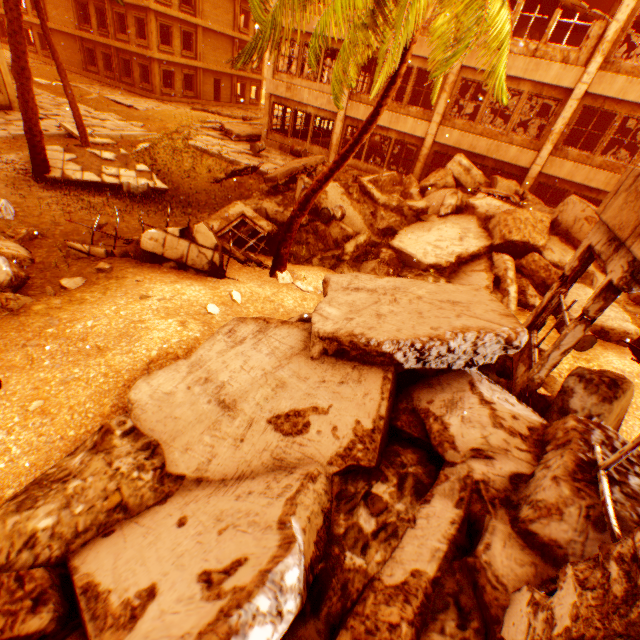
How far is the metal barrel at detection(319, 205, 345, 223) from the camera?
10.9 meters

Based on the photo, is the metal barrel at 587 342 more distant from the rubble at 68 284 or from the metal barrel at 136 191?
the metal barrel at 136 191

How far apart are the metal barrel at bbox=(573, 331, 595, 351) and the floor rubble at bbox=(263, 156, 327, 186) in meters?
9.4

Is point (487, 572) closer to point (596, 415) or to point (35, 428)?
point (596, 415)

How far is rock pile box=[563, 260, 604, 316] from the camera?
8.7 meters

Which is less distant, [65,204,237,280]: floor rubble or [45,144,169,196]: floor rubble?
[65,204,237,280]: floor rubble

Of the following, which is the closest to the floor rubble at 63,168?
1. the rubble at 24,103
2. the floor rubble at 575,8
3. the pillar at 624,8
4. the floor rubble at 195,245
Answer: the rubble at 24,103

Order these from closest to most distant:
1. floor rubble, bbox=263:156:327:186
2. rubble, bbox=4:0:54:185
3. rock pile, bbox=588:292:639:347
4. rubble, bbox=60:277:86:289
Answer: rubble, bbox=60:277:86:289 → rock pile, bbox=588:292:639:347 → rubble, bbox=4:0:54:185 → floor rubble, bbox=263:156:327:186
